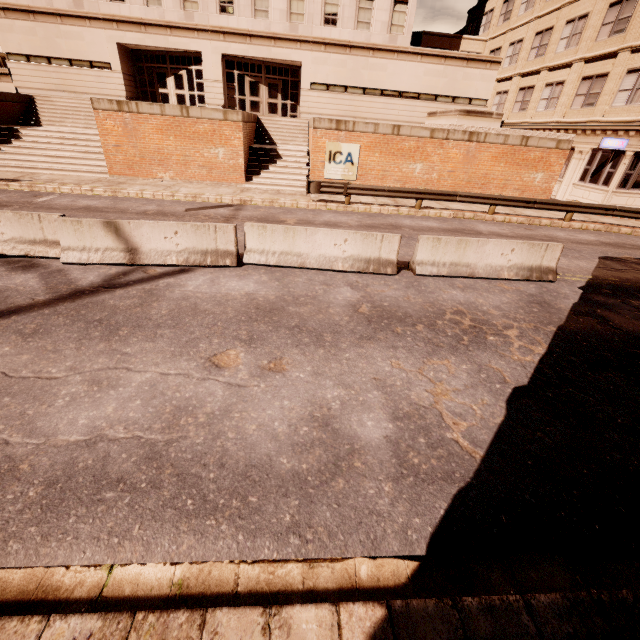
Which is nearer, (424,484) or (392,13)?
A: (424,484)

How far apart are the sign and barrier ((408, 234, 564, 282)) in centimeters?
1035cm

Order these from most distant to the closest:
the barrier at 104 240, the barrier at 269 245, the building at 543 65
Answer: the building at 543 65
the barrier at 269 245
the barrier at 104 240

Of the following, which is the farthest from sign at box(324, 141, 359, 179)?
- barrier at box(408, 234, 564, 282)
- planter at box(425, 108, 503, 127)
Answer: barrier at box(408, 234, 564, 282)

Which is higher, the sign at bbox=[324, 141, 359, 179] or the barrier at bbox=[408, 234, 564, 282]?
the sign at bbox=[324, 141, 359, 179]

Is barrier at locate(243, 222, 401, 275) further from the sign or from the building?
the building

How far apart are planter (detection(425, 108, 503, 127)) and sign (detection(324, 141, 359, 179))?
5.4m

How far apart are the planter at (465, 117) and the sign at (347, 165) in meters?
5.4 m
